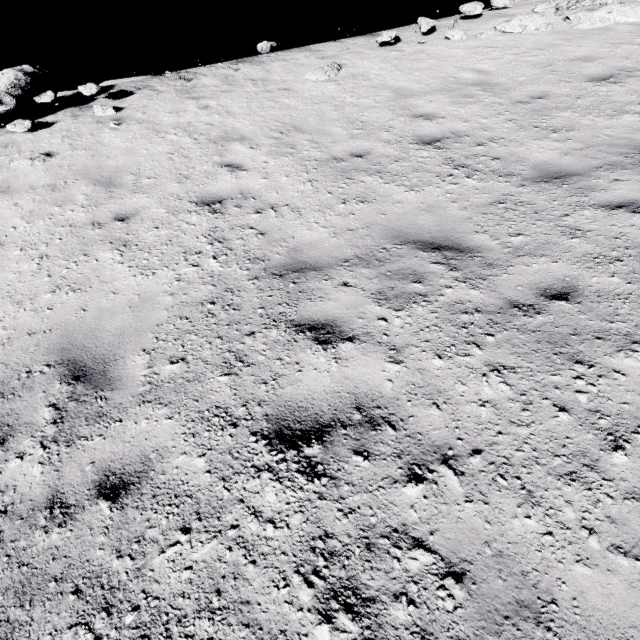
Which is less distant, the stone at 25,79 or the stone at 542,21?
the stone at 25,79

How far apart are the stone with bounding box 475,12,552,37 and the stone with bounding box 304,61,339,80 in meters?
4.0 m

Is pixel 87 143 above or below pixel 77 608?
above

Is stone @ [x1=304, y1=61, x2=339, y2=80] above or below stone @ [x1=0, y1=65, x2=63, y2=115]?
below

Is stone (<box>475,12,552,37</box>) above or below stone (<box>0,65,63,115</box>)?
below

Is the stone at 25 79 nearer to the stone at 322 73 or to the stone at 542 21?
the stone at 322 73

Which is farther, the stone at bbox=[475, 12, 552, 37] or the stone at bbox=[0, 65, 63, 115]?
the stone at bbox=[475, 12, 552, 37]

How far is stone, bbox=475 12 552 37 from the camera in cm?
860
